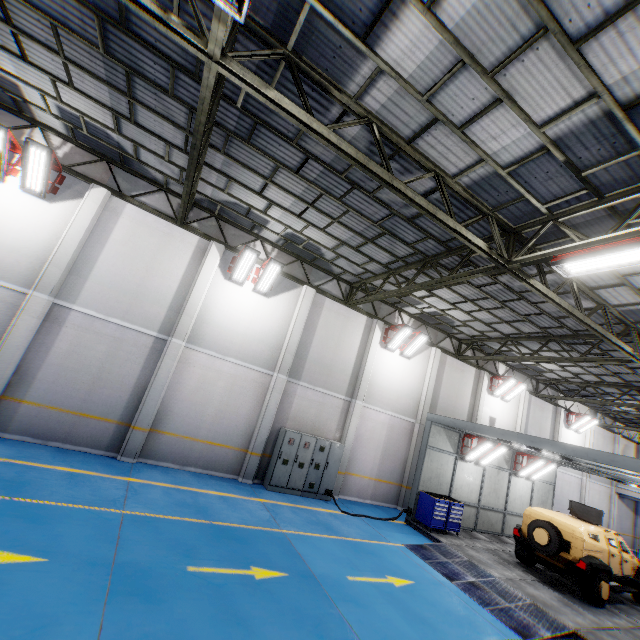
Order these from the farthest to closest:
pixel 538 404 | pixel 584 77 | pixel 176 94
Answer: pixel 538 404, pixel 176 94, pixel 584 77

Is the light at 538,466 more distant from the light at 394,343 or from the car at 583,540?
the light at 394,343

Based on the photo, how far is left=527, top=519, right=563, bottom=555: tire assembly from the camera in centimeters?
1040cm

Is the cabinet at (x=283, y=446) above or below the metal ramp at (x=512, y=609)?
above

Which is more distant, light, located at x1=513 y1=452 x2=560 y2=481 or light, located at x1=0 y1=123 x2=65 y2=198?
light, located at x1=513 y1=452 x2=560 y2=481

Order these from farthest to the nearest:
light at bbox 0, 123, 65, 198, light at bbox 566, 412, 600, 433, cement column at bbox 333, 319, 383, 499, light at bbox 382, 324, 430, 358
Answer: light at bbox 566, 412, 600, 433 → light at bbox 382, 324, 430, 358 → cement column at bbox 333, 319, 383, 499 → light at bbox 0, 123, 65, 198

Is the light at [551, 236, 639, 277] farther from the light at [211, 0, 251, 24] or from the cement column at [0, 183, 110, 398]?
the cement column at [0, 183, 110, 398]

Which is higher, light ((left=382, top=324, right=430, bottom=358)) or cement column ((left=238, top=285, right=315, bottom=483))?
light ((left=382, top=324, right=430, bottom=358))
